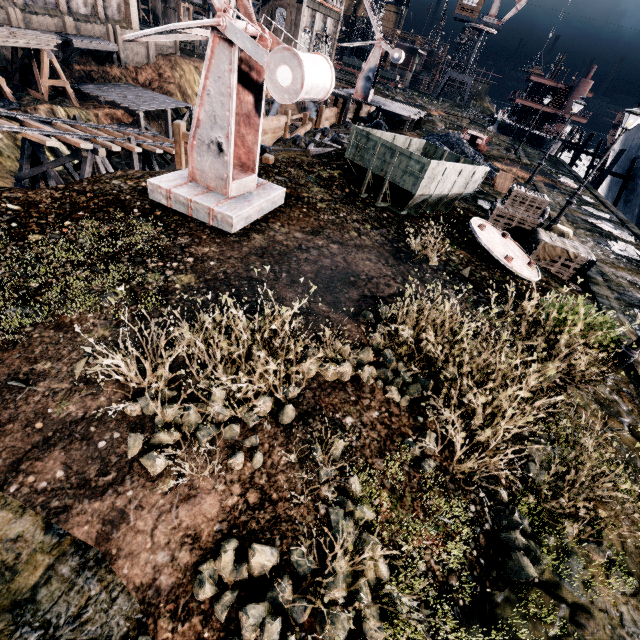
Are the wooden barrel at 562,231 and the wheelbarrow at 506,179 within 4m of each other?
no

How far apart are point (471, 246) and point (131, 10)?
53.39m

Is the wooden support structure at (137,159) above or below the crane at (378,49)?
below

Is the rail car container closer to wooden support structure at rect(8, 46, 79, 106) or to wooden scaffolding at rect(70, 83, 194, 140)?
wooden scaffolding at rect(70, 83, 194, 140)

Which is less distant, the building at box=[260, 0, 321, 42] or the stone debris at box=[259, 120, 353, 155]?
the stone debris at box=[259, 120, 353, 155]

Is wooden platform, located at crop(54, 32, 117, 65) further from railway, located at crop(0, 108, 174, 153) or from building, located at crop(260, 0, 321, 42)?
building, located at crop(260, 0, 321, 42)

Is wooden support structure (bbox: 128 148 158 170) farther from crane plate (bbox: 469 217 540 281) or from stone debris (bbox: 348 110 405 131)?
crane plate (bbox: 469 217 540 281)

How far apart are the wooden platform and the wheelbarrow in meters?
40.5
